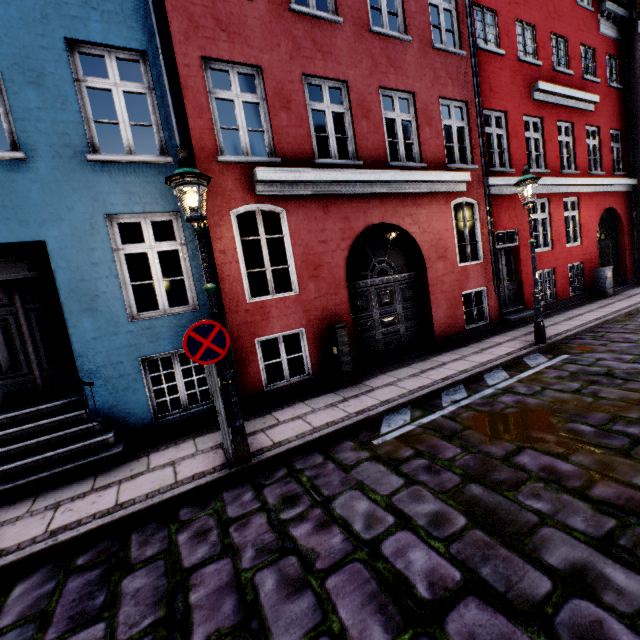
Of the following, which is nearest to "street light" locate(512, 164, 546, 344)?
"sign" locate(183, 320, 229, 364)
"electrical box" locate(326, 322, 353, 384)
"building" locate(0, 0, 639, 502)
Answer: "sign" locate(183, 320, 229, 364)

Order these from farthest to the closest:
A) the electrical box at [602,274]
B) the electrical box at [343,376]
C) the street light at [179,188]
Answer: the electrical box at [602,274] → the electrical box at [343,376] → the street light at [179,188]

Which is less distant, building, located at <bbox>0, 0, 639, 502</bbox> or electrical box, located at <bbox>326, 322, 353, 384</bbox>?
building, located at <bbox>0, 0, 639, 502</bbox>

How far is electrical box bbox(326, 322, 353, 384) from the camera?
6.6m

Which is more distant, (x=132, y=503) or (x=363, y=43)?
(x=363, y=43)

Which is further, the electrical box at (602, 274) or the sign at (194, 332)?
the electrical box at (602, 274)

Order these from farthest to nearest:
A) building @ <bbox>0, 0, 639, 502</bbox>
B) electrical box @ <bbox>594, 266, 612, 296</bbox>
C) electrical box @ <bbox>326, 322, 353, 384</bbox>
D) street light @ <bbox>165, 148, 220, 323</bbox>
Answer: electrical box @ <bbox>594, 266, 612, 296</bbox>
electrical box @ <bbox>326, 322, 353, 384</bbox>
building @ <bbox>0, 0, 639, 502</bbox>
street light @ <bbox>165, 148, 220, 323</bbox>

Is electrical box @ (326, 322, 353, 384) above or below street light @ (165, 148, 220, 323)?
below
